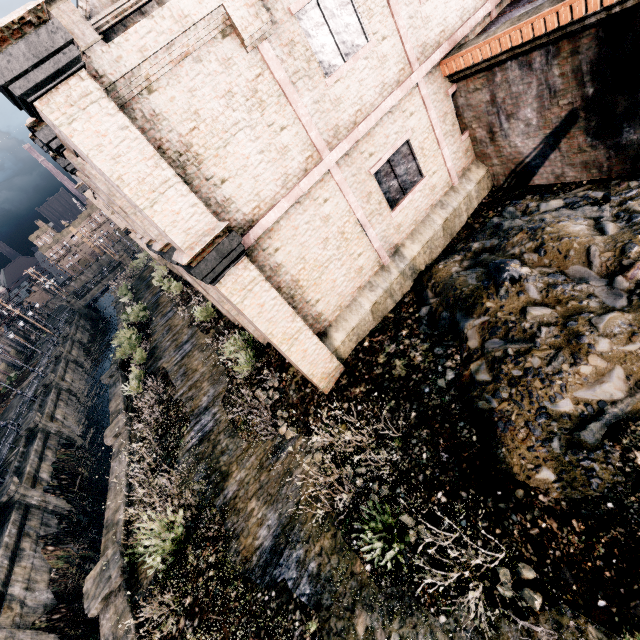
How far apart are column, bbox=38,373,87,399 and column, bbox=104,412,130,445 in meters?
22.0

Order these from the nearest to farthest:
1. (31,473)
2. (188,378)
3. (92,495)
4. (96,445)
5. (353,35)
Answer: (353,35) < (188,378) < (31,473) < (92,495) < (96,445)

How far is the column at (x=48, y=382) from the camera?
33.8 meters

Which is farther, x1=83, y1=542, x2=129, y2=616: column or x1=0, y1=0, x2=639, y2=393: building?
x1=83, y1=542, x2=129, y2=616: column

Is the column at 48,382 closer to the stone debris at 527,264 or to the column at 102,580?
the column at 102,580

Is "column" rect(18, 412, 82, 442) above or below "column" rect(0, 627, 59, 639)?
above

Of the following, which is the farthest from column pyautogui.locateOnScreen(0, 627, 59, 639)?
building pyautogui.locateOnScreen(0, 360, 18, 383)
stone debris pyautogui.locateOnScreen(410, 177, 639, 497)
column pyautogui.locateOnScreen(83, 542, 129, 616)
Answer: building pyautogui.locateOnScreen(0, 360, 18, 383)

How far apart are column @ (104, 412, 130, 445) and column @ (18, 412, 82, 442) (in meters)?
13.76
